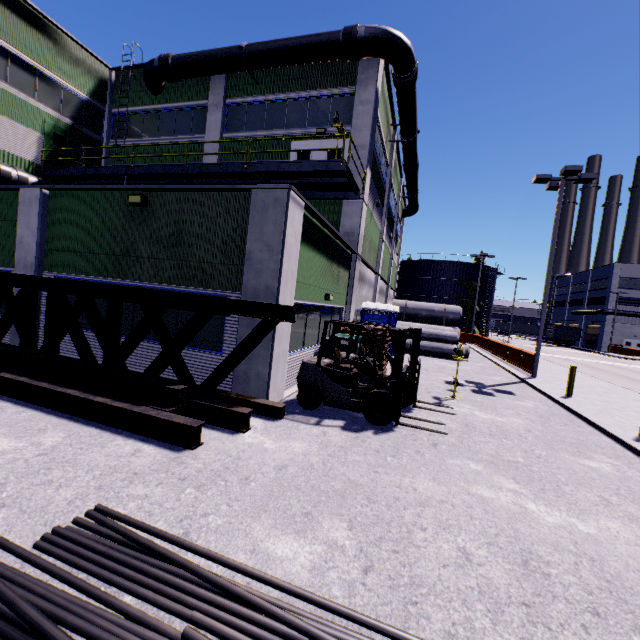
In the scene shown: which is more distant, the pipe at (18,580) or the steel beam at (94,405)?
the steel beam at (94,405)

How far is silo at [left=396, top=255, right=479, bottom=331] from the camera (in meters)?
53.12

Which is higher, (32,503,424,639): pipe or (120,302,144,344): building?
(120,302,144,344): building

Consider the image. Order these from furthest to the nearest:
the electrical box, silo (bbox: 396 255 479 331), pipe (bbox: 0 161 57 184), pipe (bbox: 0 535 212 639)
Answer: silo (bbox: 396 255 479 331)
pipe (bbox: 0 161 57 184)
the electrical box
pipe (bbox: 0 535 212 639)

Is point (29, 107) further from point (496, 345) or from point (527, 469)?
point (496, 345)

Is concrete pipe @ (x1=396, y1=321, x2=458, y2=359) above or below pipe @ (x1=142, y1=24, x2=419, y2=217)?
below

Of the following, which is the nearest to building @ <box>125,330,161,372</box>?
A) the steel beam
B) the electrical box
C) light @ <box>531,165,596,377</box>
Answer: the electrical box

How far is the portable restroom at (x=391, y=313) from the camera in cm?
1540
